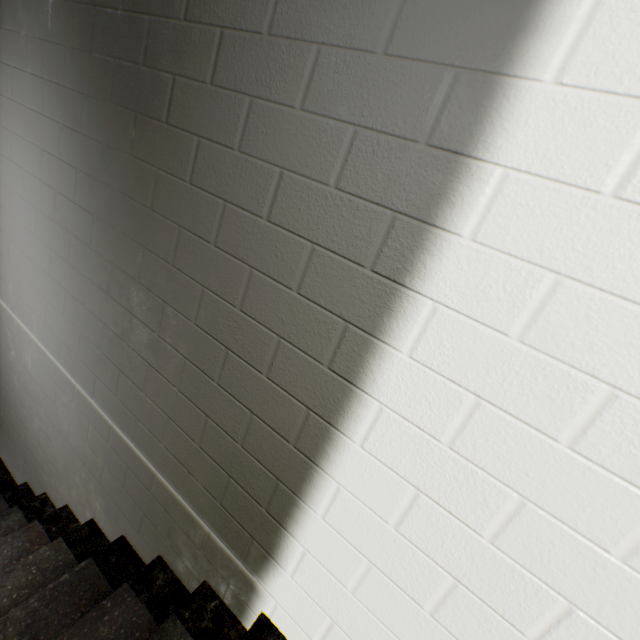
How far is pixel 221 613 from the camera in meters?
1.4
